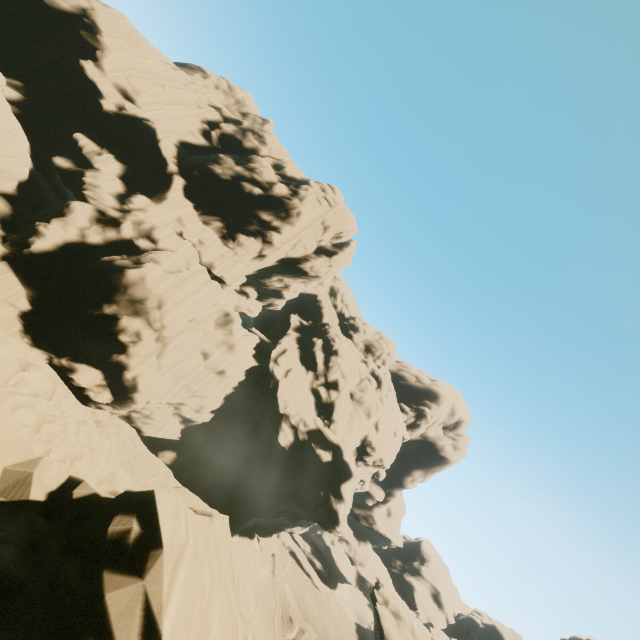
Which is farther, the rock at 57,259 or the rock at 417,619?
the rock at 417,619

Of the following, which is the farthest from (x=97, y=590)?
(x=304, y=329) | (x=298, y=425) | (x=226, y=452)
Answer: (x=304, y=329)

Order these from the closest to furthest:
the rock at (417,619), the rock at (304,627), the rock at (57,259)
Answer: the rock at (57,259) → the rock at (417,619) → the rock at (304,627)

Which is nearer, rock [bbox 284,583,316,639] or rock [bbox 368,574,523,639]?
rock [bbox 368,574,523,639]

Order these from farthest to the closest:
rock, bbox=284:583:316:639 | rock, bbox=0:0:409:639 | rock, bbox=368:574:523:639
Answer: rock, bbox=284:583:316:639, rock, bbox=368:574:523:639, rock, bbox=0:0:409:639

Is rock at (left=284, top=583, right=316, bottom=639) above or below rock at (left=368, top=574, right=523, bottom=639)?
below
